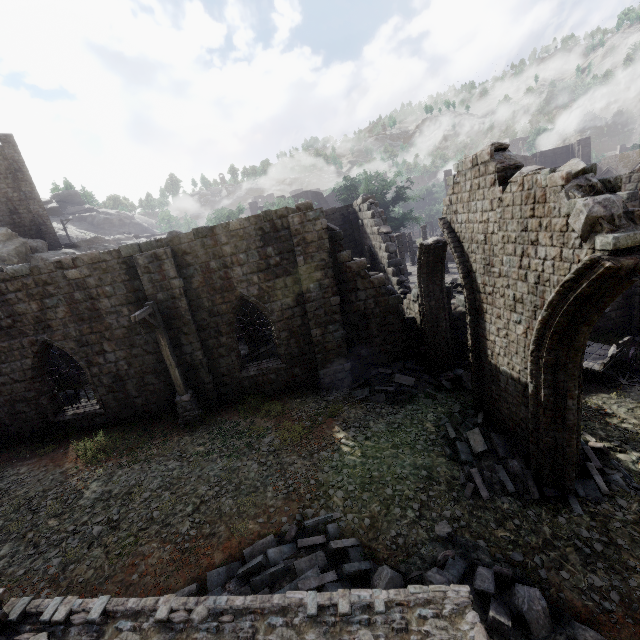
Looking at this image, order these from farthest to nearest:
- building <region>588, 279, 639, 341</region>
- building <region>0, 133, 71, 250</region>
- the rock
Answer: → building <region>0, 133, 71, 250</region>, the rock, building <region>588, 279, 639, 341</region>

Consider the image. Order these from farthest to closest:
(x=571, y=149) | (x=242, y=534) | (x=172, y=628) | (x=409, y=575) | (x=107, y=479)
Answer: (x=571, y=149) → (x=107, y=479) → (x=242, y=534) → (x=409, y=575) → (x=172, y=628)

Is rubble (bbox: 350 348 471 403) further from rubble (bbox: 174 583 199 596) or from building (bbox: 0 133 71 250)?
rubble (bbox: 174 583 199 596)

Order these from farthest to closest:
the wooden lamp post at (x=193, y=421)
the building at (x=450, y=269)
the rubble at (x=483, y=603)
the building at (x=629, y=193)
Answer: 1. the building at (x=450, y=269)
2. the building at (x=629, y=193)
3. the wooden lamp post at (x=193, y=421)
4. the rubble at (x=483, y=603)

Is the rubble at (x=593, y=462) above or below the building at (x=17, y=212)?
below

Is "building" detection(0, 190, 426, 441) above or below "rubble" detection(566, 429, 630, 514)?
above

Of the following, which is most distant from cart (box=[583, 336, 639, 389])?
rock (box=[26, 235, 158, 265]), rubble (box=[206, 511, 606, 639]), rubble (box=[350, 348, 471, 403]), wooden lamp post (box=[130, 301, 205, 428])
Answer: rock (box=[26, 235, 158, 265])
